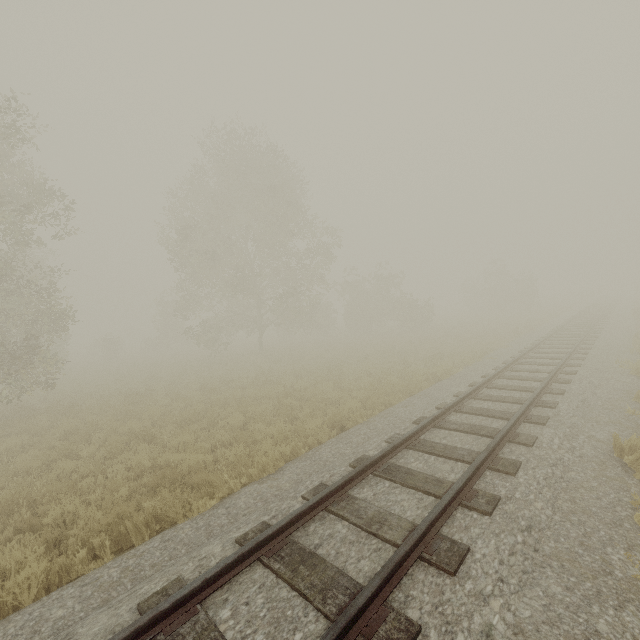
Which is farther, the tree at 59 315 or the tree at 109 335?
the tree at 109 335

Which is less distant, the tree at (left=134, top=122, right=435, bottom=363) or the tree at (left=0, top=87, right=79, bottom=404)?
the tree at (left=0, top=87, right=79, bottom=404)

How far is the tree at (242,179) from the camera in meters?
21.7 m

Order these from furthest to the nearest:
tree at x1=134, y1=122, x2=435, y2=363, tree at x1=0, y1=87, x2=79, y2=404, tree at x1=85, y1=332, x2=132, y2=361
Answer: tree at x1=85, y1=332, x2=132, y2=361, tree at x1=134, y1=122, x2=435, y2=363, tree at x1=0, y1=87, x2=79, y2=404

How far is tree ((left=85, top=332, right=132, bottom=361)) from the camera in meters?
34.0 m

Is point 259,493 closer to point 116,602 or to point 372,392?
point 116,602

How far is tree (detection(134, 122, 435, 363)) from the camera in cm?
2171
